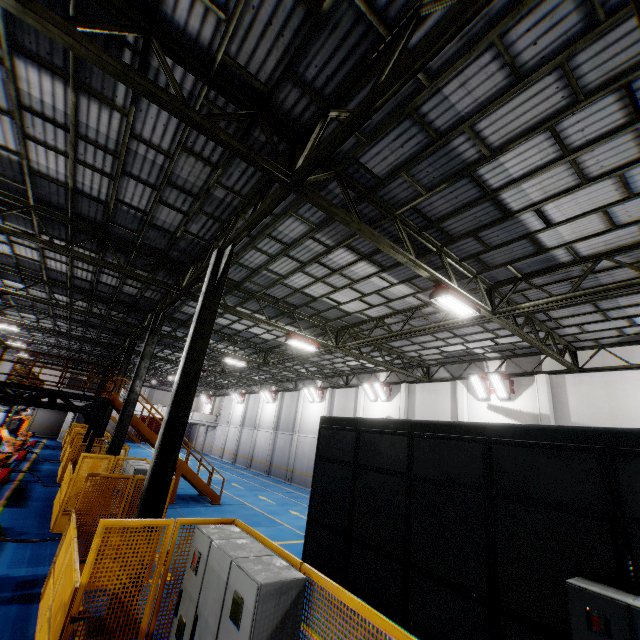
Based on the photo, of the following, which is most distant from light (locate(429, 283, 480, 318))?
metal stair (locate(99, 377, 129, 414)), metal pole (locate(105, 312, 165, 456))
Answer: metal stair (locate(99, 377, 129, 414))

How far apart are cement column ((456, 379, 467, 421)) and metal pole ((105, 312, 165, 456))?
15.4 meters

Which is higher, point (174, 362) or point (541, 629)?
point (174, 362)

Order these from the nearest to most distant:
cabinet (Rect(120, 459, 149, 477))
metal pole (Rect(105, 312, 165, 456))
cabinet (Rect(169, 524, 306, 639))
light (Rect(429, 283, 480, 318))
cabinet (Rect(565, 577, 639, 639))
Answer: cabinet (Rect(169, 524, 306, 639))
cabinet (Rect(565, 577, 639, 639))
light (Rect(429, 283, 480, 318))
cabinet (Rect(120, 459, 149, 477))
metal pole (Rect(105, 312, 165, 456))

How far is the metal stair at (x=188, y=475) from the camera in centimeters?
1556cm

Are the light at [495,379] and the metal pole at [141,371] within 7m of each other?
no

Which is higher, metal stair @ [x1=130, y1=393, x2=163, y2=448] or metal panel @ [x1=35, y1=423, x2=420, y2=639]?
metal stair @ [x1=130, y1=393, x2=163, y2=448]

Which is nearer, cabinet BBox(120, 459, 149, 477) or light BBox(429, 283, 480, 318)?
light BBox(429, 283, 480, 318)
